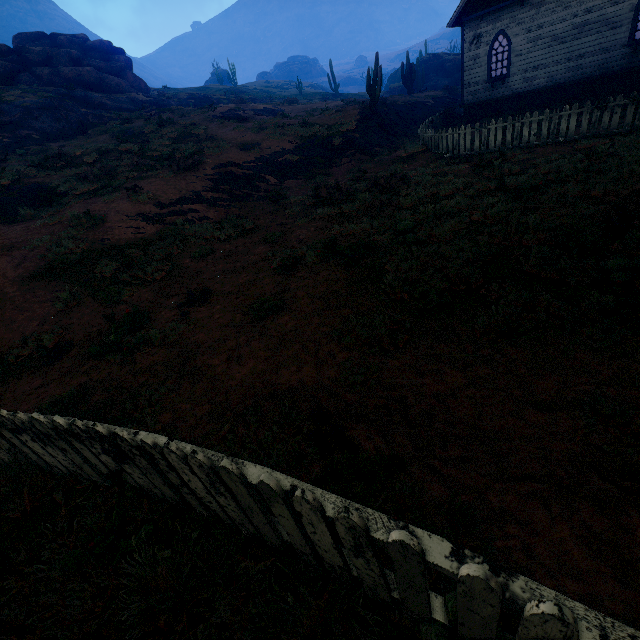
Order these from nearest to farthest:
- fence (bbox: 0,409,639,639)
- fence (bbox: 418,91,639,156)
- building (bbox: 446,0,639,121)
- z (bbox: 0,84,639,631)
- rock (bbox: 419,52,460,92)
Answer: fence (bbox: 0,409,639,639)
z (bbox: 0,84,639,631)
fence (bbox: 418,91,639,156)
building (bbox: 446,0,639,121)
rock (bbox: 419,52,460,92)

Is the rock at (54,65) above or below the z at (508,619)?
above

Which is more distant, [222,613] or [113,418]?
[113,418]

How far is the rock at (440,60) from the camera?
40.0 meters

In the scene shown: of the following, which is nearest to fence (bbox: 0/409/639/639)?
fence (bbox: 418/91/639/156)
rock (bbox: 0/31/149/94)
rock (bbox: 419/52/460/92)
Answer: fence (bbox: 418/91/639/156)

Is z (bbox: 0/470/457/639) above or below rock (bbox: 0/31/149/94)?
below

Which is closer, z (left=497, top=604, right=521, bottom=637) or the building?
z (left=497, top=604, right=521, bottom=637)

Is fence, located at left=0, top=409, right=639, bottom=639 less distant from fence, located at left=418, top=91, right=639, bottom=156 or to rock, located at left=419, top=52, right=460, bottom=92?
fence, located at left=418, top=91, right=639, bottom=156
